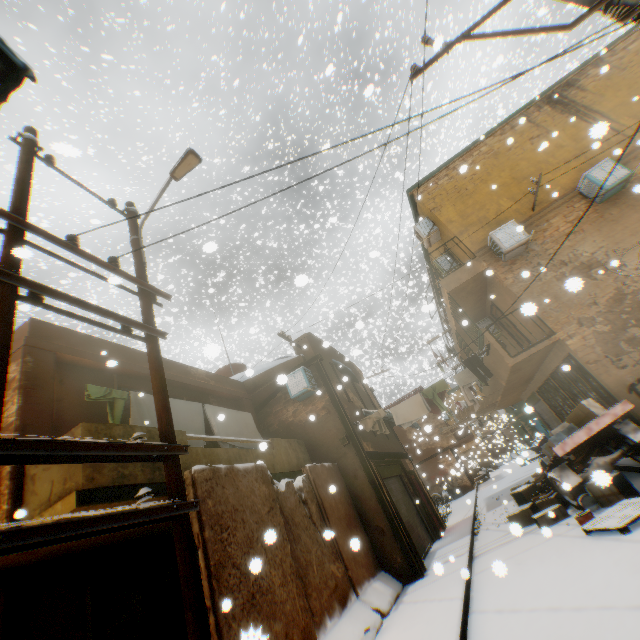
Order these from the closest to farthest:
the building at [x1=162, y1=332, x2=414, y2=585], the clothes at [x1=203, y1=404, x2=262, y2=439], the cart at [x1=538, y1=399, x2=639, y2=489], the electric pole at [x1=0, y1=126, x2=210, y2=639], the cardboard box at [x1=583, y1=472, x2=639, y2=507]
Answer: the electric pole at [x1=0, y1=126, x2=210, y2=639]
the cardboard box at [x1=583, y1=472, x2=639, y2=507]
the cart at [x1=538, y1=399, x2=639, y2=489]
the clothes at [x1=203, y1=404, x2=262, y2=439]
the building at [x1=162, y1=332, x2=414, y2=585]

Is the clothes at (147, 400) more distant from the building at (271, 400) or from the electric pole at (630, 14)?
the electric pole at (630, 14)

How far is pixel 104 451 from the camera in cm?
323

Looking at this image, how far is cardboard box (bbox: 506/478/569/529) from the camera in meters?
7.8

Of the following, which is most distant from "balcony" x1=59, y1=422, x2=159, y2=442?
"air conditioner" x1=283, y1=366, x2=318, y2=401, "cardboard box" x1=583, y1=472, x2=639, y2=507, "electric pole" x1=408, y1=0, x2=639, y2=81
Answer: "cardboard box" x1=583, y1=472, x2=639, y2=507

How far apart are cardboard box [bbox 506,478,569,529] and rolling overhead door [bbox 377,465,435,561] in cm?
8

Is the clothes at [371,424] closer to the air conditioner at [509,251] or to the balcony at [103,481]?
the balcony at [103,481]

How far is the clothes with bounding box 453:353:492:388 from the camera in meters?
9.7 m
